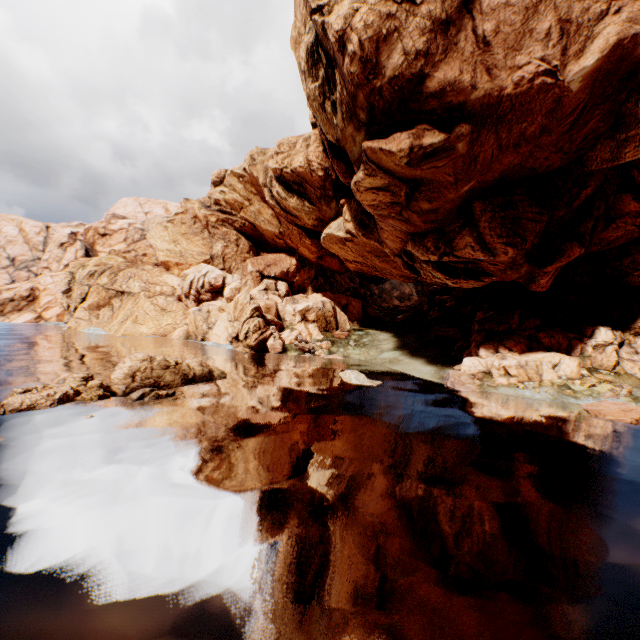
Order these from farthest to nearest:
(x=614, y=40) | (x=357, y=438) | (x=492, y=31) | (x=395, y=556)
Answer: (x=492, y=31) < (x=614, y=40) < (x=357, y=438) < (x=395, y=556)

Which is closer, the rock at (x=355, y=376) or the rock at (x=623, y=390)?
the rock at (x=623, y=390)

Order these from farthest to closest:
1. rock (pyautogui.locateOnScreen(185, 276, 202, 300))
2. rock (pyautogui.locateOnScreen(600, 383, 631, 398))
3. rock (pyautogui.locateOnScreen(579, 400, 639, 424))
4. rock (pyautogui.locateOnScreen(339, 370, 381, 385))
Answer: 1. rock (pyautogui.locateOnScreen(185, 276, 202, 300))
2. rock (pyautogui.locateOnScreen(339, 370, 381, 385))
3. rock (pyautogui.locateOnScreen(600, 383, 631, 398))
4. rock (pyautogui.locateOnScreen(579, 400, 639, 424))

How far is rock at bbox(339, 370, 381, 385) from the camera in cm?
2981

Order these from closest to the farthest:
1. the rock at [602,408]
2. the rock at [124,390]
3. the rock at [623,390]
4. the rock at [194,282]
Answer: the rock at [124,390]
the rock at [602,408]
the rock at [623,390]
the rock at [194,282]

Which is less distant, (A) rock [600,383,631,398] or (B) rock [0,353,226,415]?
(B) rock [0,353,226,415]
